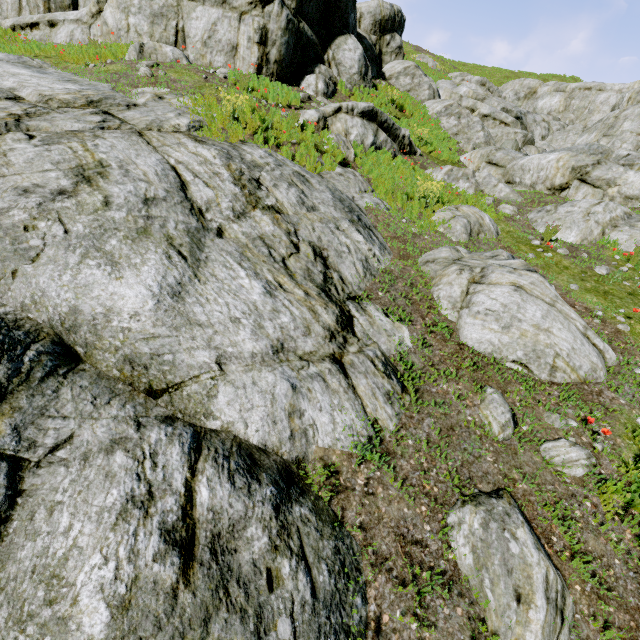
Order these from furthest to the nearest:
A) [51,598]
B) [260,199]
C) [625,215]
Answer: [625,215]
[260,199]
[51,598]

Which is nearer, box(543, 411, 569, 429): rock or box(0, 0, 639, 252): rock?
box(543, 411, 569, 429): rock

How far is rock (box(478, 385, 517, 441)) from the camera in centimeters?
375cm

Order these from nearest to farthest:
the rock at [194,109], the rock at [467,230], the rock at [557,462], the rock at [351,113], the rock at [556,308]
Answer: the rock at [194,109], the rock at [557,462], the rock at [556,308], the rock at [467,230], the rock at [351,113]

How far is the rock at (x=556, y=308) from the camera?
4.5 meters
